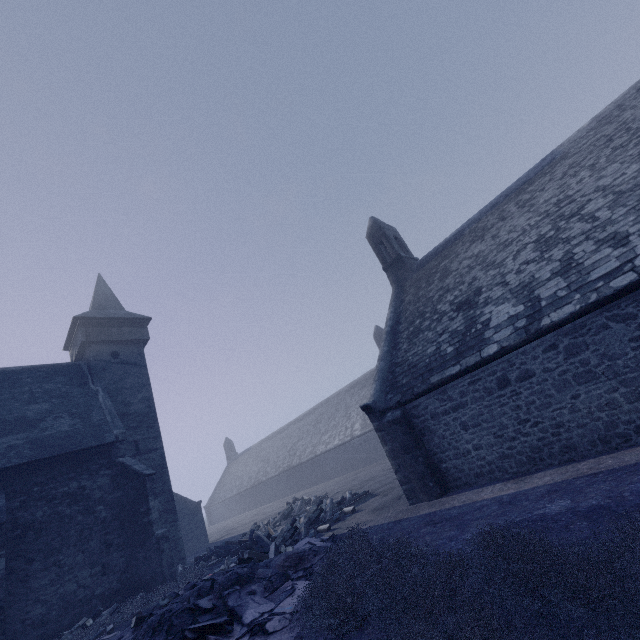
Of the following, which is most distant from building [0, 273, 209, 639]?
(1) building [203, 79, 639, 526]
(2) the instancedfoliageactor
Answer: (1) building [203, 79, 639, 526]

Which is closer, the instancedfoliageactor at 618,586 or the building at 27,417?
the instancedfoliageactor at 618,586

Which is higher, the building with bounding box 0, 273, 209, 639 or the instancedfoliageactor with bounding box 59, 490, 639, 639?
the building with bounding box 0, 273, 209, 639

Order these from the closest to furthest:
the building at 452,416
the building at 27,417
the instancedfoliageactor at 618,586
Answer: the instancedfoliageactor at 618,586, the building at 452,416, the building at 27,417

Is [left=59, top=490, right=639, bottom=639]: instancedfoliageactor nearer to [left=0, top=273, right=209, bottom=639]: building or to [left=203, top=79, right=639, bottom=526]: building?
[left=0, top=273, right=209, bottom=639]: building

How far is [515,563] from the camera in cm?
367
